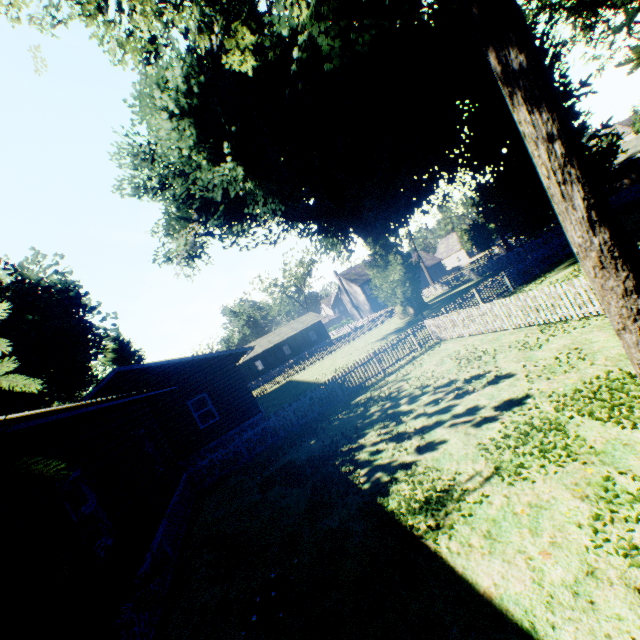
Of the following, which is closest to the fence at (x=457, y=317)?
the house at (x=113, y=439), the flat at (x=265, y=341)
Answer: the house at (x=113, y=439)

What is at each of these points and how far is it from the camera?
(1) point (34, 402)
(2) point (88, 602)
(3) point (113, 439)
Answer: (1) plant, 28.1 meters
(2) plant, 2.6 meters
(3) house, 8.7 meters

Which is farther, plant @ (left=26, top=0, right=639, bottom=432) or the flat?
the flat

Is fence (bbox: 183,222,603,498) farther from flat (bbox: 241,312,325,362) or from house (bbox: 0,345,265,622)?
flat (bbox: 241,312,325,362)

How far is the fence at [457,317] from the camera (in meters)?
10.66

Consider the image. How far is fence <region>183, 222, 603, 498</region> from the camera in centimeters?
1066cm

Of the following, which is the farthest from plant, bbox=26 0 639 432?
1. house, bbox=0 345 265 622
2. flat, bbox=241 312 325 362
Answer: flat, bbox=241 312 325 362
